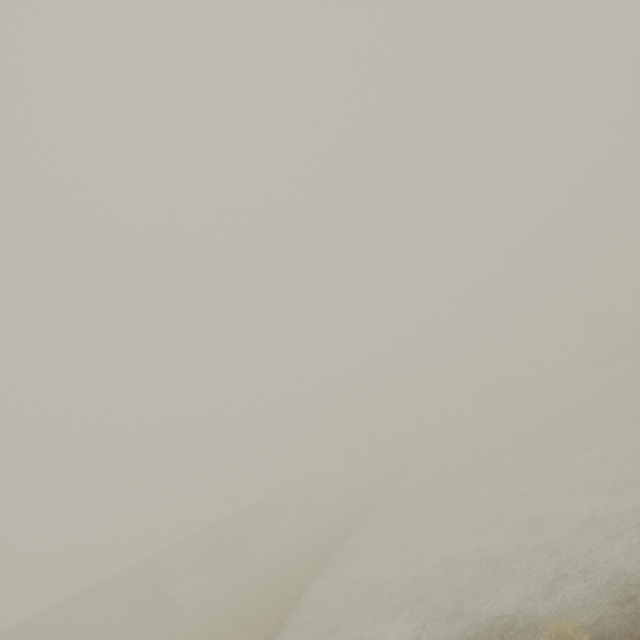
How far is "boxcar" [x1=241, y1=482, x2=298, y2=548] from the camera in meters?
41.5 m

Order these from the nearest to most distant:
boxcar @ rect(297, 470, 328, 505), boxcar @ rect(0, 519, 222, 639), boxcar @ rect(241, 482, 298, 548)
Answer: → boxcar @ rect(0, 519, 222, 639) → boxcar @ rect(241, 482, 298, 548) → boxcar @ rect(297, 470, 328, 505)

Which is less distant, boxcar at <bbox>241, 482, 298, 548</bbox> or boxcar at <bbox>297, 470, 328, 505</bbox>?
boxcar at <bbox>241, 482, 298, 548</bbox>

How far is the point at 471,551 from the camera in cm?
1198

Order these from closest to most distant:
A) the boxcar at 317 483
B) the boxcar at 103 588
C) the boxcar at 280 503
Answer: Answer: the boxcar at 103 588, the boxcar at 280 503, the boxcar at 317 483

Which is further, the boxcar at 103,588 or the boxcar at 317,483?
the boxcar at 317,483
